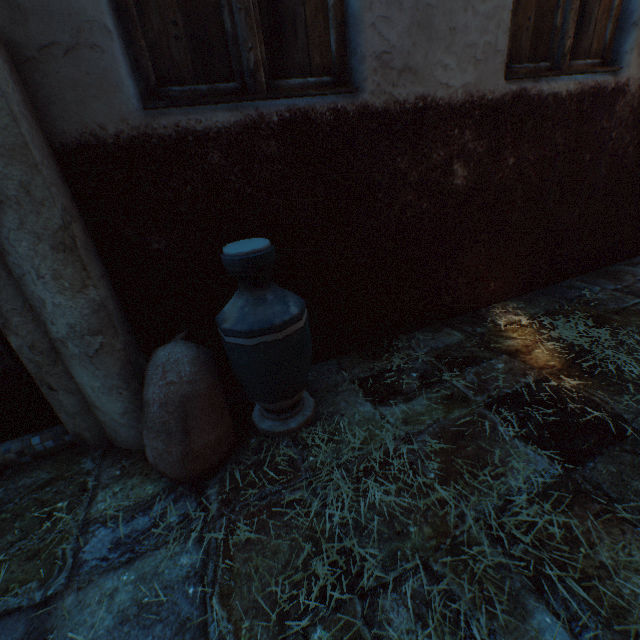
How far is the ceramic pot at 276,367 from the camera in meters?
1.3

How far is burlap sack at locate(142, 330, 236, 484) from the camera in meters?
1.4

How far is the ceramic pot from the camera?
1.3 meters

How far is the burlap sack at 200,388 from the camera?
1.4m

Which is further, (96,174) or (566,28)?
(566,28)
